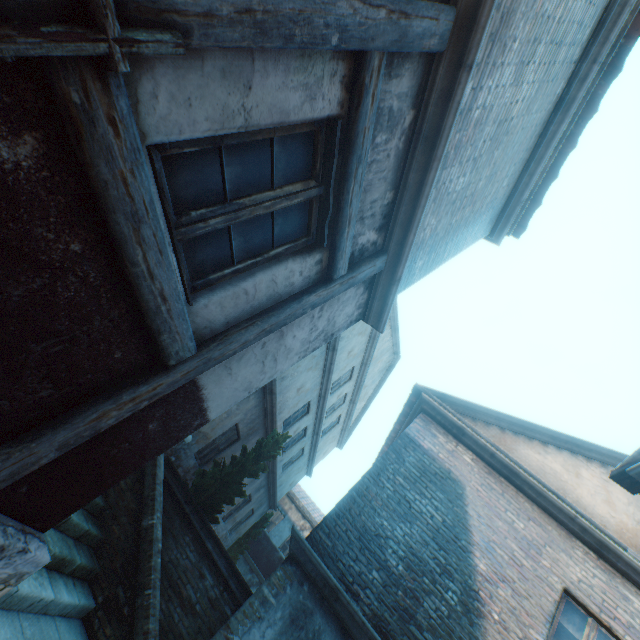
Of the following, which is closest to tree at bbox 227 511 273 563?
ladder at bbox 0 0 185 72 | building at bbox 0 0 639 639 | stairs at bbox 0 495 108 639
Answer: stairs at bbox 0 495 108 639

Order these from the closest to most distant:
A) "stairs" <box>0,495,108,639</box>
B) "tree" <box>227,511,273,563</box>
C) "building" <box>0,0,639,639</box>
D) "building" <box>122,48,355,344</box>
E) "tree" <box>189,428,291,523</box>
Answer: "building" <box>122,48,355,344</box> < "building" <box>0,0,639,639</box> < "stairs" <box>0,495,108,639</box> < "tree" <box>189,428,291,523</box> < "tree" <box>227,511,273,563</box>

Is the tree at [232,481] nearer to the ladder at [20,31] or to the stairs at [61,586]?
the stairs at [61,586]

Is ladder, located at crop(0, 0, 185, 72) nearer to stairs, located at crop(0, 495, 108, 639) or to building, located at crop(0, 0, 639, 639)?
building, located at crop(0, 0, 639, 639)

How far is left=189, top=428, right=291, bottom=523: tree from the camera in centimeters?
781cm

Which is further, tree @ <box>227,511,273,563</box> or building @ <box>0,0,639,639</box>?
tree @ <box>227,511,273,563</box>

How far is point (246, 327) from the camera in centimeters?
262cm

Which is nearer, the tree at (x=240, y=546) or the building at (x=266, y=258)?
the building at (x=266, y=258)
